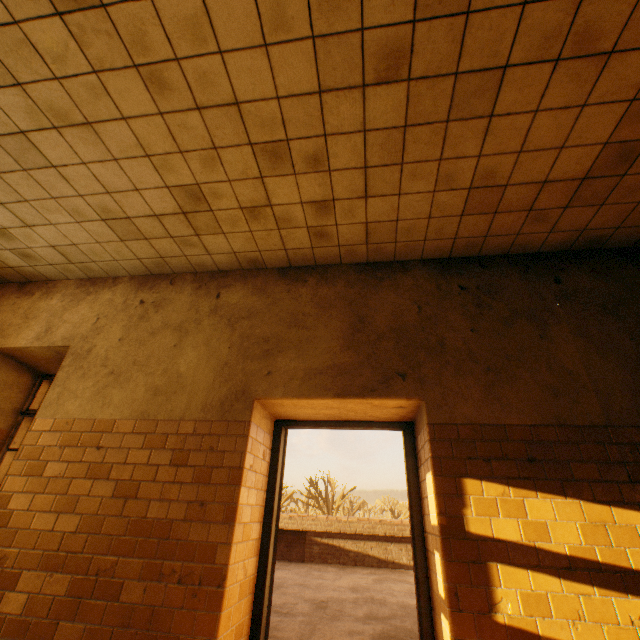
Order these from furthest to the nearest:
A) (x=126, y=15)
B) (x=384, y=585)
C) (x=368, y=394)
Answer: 1. (x=384, y=585)
2. (x=368, y=394)
3. (x=126, y=15)

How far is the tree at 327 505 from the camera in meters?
33.3 m

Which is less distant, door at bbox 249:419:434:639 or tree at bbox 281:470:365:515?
door at bbox 249:419:434:639

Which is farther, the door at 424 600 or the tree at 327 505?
the tree at 327 505

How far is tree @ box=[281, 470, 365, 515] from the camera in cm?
3328
